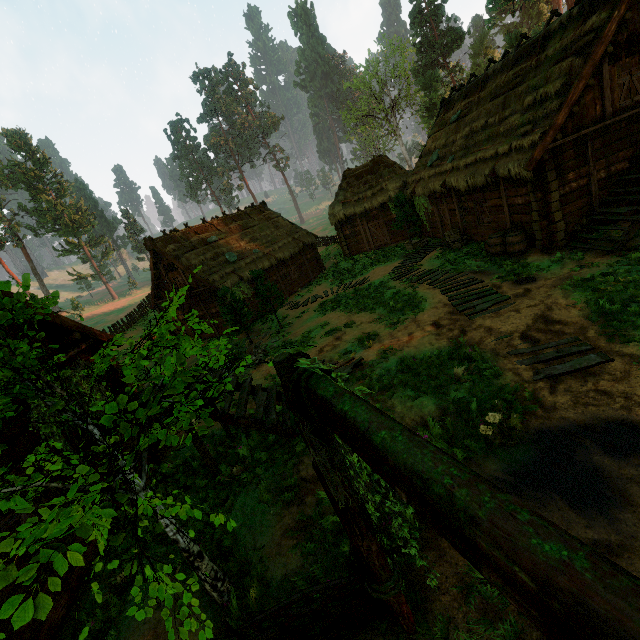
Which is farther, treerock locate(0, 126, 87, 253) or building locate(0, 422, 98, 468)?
treerock locate(0, 126, 87, 253)

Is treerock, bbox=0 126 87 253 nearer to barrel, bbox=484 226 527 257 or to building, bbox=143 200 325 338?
building, bbox=143 200 325 338

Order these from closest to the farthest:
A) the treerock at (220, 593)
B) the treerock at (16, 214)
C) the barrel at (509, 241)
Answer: the treerock at (220, 593), the barrel at (509, 241), the treerock at (16, 214)

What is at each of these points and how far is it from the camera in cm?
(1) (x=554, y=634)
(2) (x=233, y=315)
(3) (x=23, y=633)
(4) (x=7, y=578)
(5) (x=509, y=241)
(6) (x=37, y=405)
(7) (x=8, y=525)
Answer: Result:
(1) fence arch, 99
(2) treerock, 1723
(3) building, 491
(4) treerock, 189
(5) barrel, 1307
(6) building, 659
(7) bp, 531

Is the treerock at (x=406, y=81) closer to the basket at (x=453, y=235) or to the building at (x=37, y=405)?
the building at (x=37, y=405)

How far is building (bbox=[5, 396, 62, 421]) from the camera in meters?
6.1 m

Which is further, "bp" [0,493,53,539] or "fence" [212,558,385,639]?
"bp" [0,493,53,539]

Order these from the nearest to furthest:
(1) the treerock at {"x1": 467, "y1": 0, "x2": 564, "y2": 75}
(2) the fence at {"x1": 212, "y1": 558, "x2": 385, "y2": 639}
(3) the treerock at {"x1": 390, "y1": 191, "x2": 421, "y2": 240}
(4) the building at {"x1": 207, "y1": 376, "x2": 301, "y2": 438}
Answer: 1. (2) the fence at {"x1": 212, "y1": 558, "x2": 385, "y2": 639}
2. (4) the building at {"x1": 207, "y1": 376, "x2": 301, "y2": 438}
3. (3) the treerock at {"x1": 390, "y1": 191, "x2": 421, "y2": 240}
4. (1) the treerock at {"x1": 467, "y1": 0, "x2": 564, "y2": 75}
